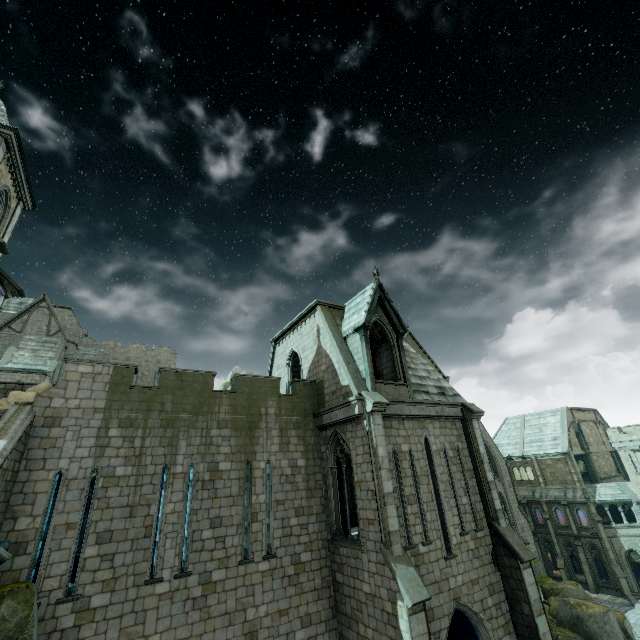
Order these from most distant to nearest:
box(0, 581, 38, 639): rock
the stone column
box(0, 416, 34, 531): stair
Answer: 1. the stone column
2. box(0, 416, 34, 531): stair
3. box(0, 581, 38, 639): rock

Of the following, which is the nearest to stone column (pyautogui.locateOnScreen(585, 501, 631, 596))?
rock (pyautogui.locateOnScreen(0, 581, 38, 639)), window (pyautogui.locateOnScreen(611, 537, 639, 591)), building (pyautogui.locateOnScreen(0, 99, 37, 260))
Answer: window (pyautogui.locateOnScreen(611, 537, 639, 591))

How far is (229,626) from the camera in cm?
1109

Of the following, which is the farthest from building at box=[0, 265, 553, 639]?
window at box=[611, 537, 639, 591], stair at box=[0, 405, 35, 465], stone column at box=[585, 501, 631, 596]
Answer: window at box=[611, 537, 639, 591]

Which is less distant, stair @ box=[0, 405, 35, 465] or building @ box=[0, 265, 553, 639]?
stair @ box=[0, 405, 35, 465]

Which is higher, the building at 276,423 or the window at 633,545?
the building at 276,423

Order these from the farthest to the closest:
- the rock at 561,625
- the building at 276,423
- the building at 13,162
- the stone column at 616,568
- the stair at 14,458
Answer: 1. the stone column at 616,568
2. the rock at 561,625
3. the building at 13,162
4. the building at 276,423
5. the stair at 14,458
